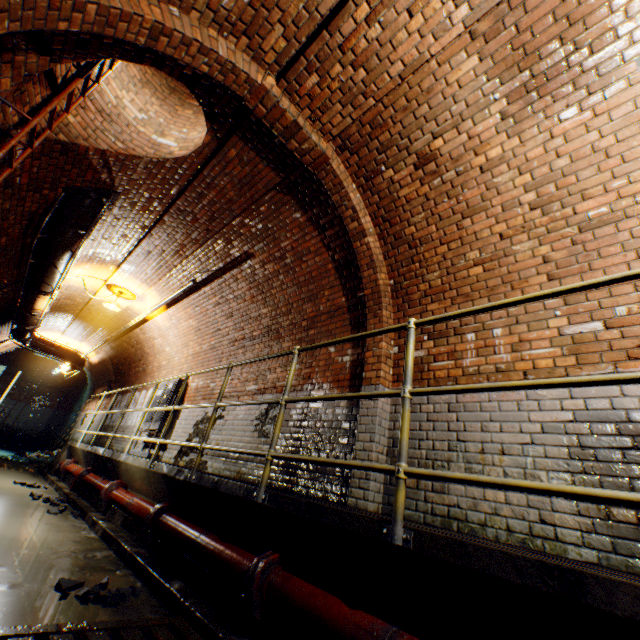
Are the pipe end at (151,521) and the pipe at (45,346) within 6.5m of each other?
no

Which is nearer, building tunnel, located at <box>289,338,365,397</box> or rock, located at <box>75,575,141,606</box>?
rock, located at <box>75,575,141,606</box>

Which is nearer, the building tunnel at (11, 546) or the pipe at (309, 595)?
the pipe at (309, 595)

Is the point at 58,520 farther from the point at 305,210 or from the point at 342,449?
the point at 305,210

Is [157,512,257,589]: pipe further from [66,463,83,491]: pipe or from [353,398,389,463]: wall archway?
[66,463,83,491]: pipe

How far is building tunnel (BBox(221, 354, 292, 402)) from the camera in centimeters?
550cm

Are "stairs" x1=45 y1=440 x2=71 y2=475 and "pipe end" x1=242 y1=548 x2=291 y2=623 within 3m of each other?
no

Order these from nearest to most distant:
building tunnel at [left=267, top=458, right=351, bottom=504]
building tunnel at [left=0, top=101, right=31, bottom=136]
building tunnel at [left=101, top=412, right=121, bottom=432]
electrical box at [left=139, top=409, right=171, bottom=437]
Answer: building tunnel at [left=0, top=101, right=31, bottom=136] → building tunnel at [left=267, top=458, right=351, bottom=504] → electrical box at [left=139, top=409, right=171, bottom=437] → building tunnel at [left=101, top=412, right=121, bottom=432]
